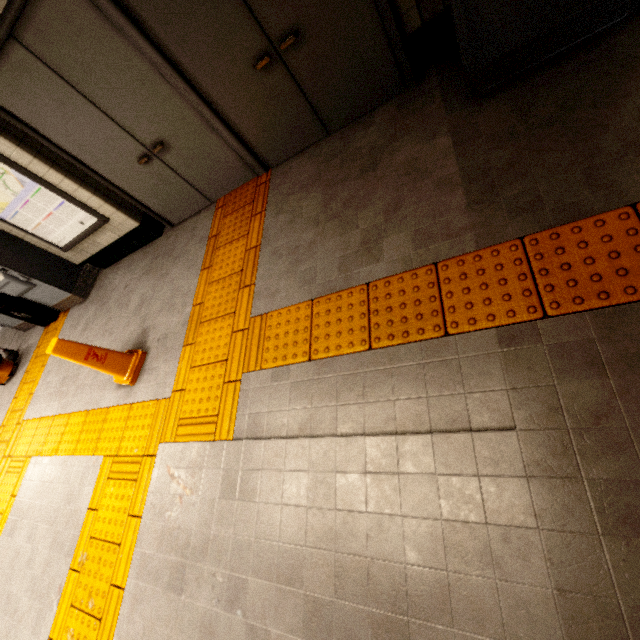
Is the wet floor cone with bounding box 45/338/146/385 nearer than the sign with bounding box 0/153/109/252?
Yes

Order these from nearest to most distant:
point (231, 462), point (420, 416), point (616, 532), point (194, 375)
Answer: point (616, 532), point (420, 416), point (231, 462), point (194, 375)

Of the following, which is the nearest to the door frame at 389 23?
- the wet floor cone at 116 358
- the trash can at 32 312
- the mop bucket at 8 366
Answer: the wet floor cone at 116 358

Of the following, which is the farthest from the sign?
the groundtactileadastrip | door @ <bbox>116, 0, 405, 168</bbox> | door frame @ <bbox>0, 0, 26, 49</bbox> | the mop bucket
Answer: the mop bucket

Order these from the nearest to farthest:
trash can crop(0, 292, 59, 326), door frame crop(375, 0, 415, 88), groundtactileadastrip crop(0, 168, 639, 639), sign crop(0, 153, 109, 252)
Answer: groundtactileadastrip crop(0, 168, 639, 639), door frame crop(375, 0, 415, 88), sign crop(0, 153, 109, 252), trash can crop(0, 292, 59, 326)

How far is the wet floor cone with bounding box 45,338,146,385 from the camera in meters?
3.0

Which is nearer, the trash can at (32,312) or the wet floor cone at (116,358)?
the wet floor cone at (116,358)

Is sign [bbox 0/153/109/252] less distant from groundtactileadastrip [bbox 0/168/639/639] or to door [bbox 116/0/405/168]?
groundtactileadastrip [bbox 0/168/639/639]
